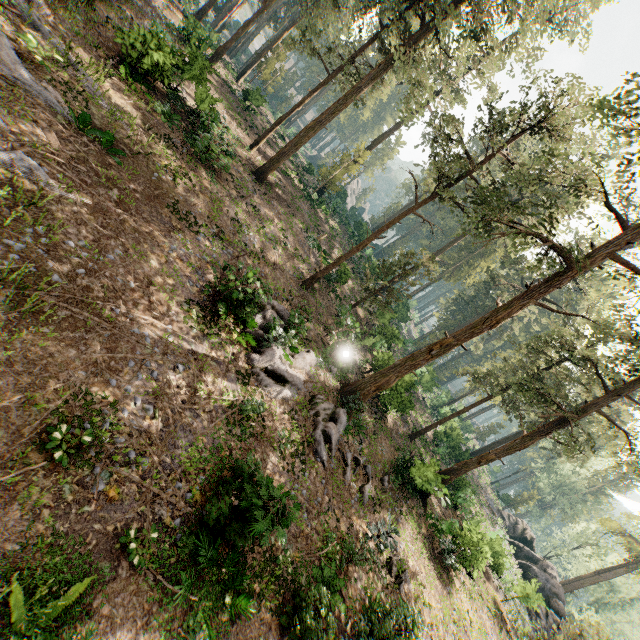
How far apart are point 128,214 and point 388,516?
16.5m

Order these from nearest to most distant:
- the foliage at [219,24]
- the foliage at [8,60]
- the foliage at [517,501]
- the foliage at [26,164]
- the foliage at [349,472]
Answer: the foliage at [26,164] < the foliage at [8,60] < the foliage at [349,472] < the foliage at [219,24] < the foliage at [517,501]

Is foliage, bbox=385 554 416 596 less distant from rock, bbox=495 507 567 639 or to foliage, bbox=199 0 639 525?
foliage, bbox=199 0 639 525

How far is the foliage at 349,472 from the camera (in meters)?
15.77

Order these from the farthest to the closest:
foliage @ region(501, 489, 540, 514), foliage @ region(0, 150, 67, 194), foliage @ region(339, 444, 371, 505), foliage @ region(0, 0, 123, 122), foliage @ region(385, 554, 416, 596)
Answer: foliage @ region(501, 489, 540, 514)
foliage @ region(339, 444, 371, 505)
foliage @ region(385, 554, 416, 596)
foliage @ region(0, 0, 123, 122)
foliage @ region(0, 150, 67, 194)

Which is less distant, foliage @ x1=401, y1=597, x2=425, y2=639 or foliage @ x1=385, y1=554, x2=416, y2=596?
foliage @ x1=401, y1=597, x2=425, y2=639

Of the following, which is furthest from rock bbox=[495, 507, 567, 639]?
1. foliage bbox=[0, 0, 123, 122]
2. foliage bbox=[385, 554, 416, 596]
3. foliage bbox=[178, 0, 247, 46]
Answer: foliage bbox=[0, 0, 123, 122]

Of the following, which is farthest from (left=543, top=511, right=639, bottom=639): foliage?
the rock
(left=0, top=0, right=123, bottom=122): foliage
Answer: (left=0, top=0, right=123, bottom=122): foliage
